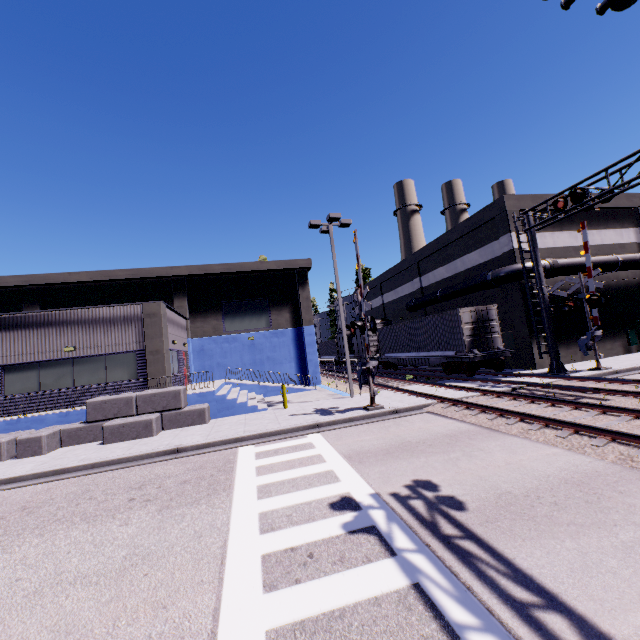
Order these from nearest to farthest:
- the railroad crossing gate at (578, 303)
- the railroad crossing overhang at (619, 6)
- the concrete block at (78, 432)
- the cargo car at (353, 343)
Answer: the railroad crossing overhang at (619, 6), the concrete block at (78, 432), the railroad crossing gate at (578, 303), the cargo car at (353, 343)

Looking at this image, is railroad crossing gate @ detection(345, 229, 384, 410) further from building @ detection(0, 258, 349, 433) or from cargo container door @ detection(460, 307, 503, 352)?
cargo container door @ detection(460, 307, 503, 352)

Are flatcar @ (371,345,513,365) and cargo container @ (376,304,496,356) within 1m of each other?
yes

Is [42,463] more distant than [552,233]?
No

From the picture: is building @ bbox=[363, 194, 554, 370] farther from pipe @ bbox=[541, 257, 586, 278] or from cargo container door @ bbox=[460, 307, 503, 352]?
cargo container door @ bbox=[460, 307, 503, 352]

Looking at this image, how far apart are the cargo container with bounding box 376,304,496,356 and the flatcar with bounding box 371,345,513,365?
0.01m

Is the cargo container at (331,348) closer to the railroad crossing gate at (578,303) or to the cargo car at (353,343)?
the cargo car at (353,343)

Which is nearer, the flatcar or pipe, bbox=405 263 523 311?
the flatcar
